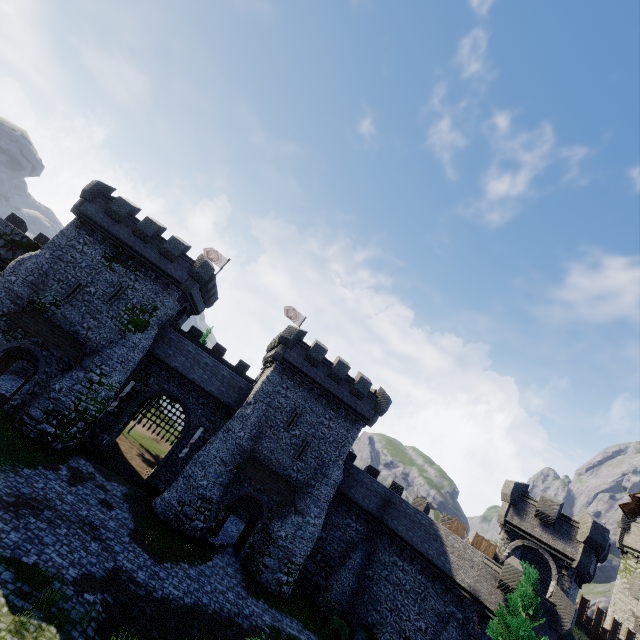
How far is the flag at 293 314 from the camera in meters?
37.6 m

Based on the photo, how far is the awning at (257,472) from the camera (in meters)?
24.73

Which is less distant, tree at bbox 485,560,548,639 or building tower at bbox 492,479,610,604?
tree at bbox 485,560,548,639

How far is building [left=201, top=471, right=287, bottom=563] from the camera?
24.42m

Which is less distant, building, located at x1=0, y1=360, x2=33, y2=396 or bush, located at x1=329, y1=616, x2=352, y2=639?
bush, located at x1=329, y1=616, x2=352, y2=639

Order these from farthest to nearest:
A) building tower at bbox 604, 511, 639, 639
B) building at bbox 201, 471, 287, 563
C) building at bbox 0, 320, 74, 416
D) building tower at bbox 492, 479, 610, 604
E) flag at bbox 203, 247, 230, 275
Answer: flag at bbox 203, 247, 230, 275
building tower at bbox 604, 511, 639, 639
building at bbox 201, 471, 287, 563
building tower at bbox 492, 479, 610, 604
building at bbox 0, 320, 74, 416

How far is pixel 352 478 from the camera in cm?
2934

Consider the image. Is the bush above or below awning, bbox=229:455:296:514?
below
